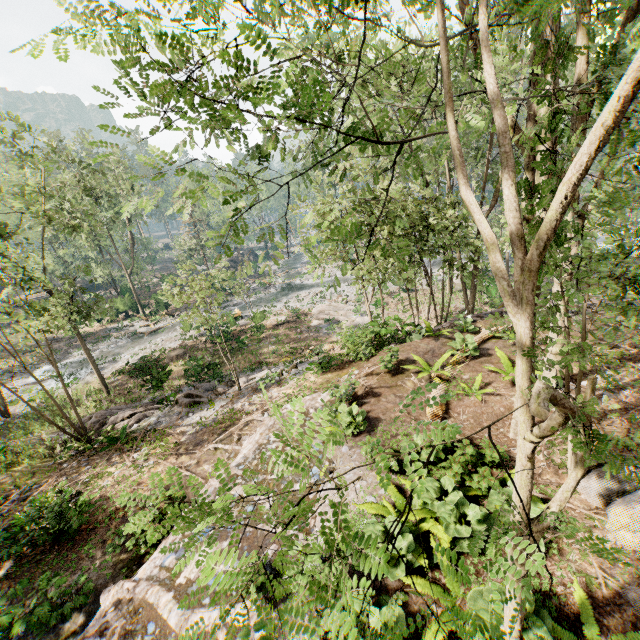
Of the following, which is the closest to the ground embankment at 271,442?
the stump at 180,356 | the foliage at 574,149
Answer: the foliage at 574,149

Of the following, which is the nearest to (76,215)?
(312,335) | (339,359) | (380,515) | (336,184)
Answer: (312,335)

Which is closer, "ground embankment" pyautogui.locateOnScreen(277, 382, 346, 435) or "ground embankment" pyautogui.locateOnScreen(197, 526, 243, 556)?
"ground embankment" pyautogui.locateOnScreen(197, 526, 243, 556)

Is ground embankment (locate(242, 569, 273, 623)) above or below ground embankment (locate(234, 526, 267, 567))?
above

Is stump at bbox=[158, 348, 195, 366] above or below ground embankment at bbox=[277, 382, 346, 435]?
below

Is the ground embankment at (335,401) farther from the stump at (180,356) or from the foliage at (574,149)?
the stump at (180,356)

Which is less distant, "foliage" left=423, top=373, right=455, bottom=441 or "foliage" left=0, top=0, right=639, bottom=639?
"foliage" left=423, top=373, right=455, bottom=441

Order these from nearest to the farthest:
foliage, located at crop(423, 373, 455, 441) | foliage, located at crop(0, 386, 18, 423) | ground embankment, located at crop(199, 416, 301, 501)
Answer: foliage, located at crop(423, 373, 455, 441) < ground embankment, located at crop(199, 416, 301, 501) < foliage, located at crop(0, 386, 18, 423)
